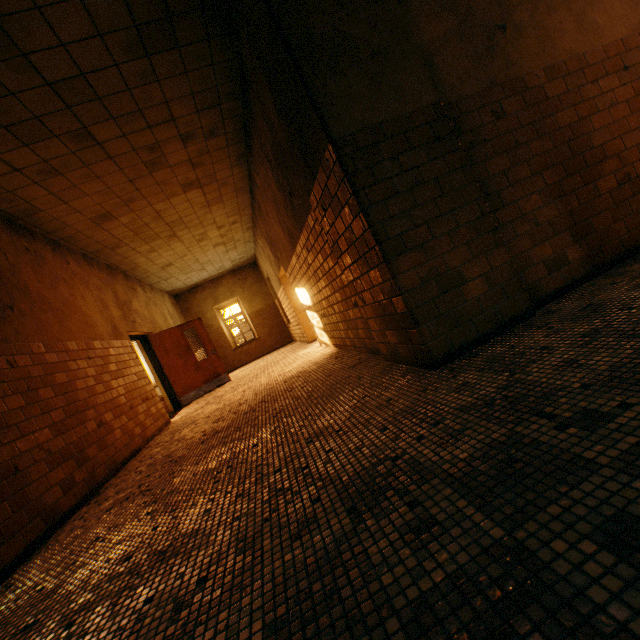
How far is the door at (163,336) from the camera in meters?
8.5 m

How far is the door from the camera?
8.5m

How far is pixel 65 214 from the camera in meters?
5.2 m
